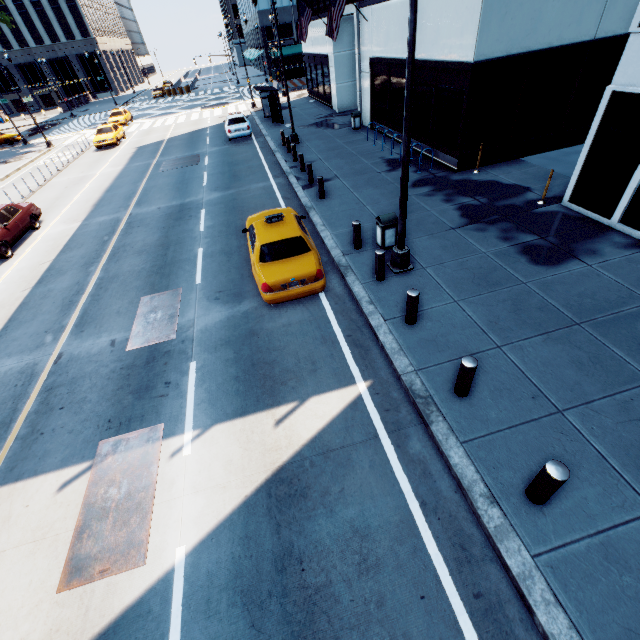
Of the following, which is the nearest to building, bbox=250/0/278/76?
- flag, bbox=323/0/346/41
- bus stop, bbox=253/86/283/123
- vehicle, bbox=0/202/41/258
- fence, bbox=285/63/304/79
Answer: fence, bbox=285/63/304/79

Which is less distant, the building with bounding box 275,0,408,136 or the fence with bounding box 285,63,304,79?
the building with bounding box 275,0,408,136

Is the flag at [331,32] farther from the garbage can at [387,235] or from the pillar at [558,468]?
the pillar at [558,468]

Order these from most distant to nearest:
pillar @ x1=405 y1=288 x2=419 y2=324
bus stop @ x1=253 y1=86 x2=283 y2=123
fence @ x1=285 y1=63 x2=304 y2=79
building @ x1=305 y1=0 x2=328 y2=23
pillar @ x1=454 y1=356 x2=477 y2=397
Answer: fence @ x1=285 y1=63 x2=304 y2=79 < bus stop @ x1=253 y1=86 x2=283 y2=123 < building @ x1=305 y1=0 x2=328 y2=23 < pillar @ x1=405 y1=288 x2=419 y2=324 < pillar @ x1=454 y1=356 x2=477 y2=397

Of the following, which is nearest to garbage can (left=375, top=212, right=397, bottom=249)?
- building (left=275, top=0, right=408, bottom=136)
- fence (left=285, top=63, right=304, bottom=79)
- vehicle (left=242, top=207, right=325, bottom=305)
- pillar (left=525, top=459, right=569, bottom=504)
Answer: vehicle (left=242, top=207, right=325, bottom=305)

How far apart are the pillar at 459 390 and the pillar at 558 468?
1.64m

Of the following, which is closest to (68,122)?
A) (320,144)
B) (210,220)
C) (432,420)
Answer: (320,144)

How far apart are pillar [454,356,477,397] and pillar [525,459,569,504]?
1.64m
